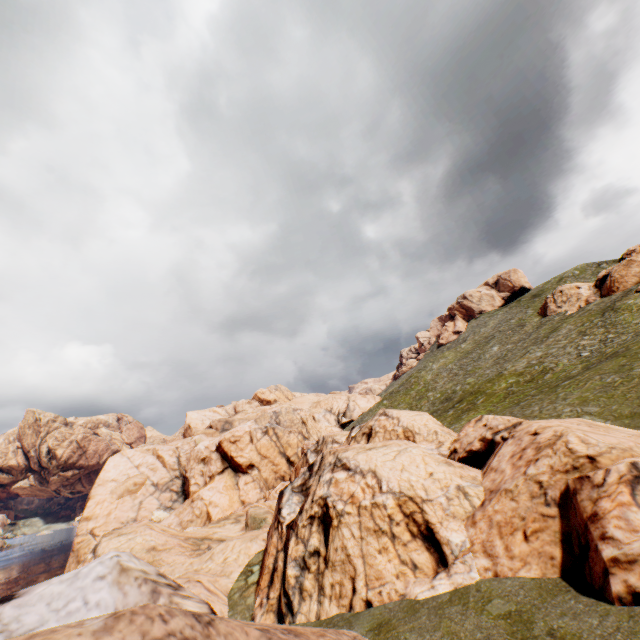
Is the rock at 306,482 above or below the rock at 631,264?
below

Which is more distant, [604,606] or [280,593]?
[280,593]

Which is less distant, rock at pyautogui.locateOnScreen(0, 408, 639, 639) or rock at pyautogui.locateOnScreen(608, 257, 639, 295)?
rock at pyautogui.locateOnScreen(0, 408, 639, 639)

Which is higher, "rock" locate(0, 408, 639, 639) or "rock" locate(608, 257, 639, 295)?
"rock" locate(608, 257, 639, 295)

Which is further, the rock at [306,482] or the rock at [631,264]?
the rock at [631,264]
